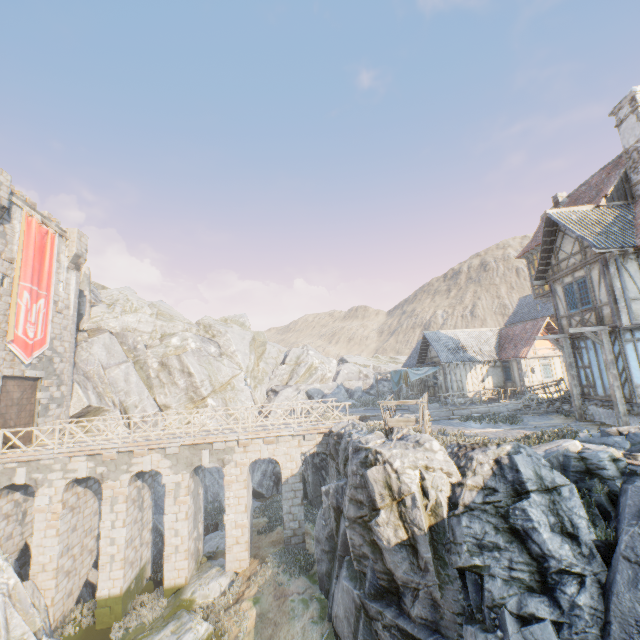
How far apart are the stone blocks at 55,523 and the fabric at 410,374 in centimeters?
2283cm

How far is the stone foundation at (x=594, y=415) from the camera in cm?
1364

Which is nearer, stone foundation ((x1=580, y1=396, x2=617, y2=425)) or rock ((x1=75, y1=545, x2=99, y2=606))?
stone foundation ((x1=580, y1=396, x2=617, y2=425))

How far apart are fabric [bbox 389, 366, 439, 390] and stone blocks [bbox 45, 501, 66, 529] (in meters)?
22.83

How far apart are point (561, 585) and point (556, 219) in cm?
1436

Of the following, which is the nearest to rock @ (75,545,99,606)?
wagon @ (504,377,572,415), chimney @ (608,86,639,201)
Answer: wagon @ (504,377,572,415)

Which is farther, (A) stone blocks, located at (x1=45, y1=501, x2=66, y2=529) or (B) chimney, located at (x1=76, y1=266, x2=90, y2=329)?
(B) chimney, located at (x1=76, y1=266, x2=90, y2=329)

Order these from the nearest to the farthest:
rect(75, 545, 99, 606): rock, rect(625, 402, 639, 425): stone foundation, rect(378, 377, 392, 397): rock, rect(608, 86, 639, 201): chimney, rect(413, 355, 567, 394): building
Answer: rect(625, 402, 639, 425): stone foundation → rect(608, 86, 639, 201): chimney → rect(75, 545, 99, 606): rock → rect(413, 355, 567, 394): building → rect(378, 377, 392, 397): rock
